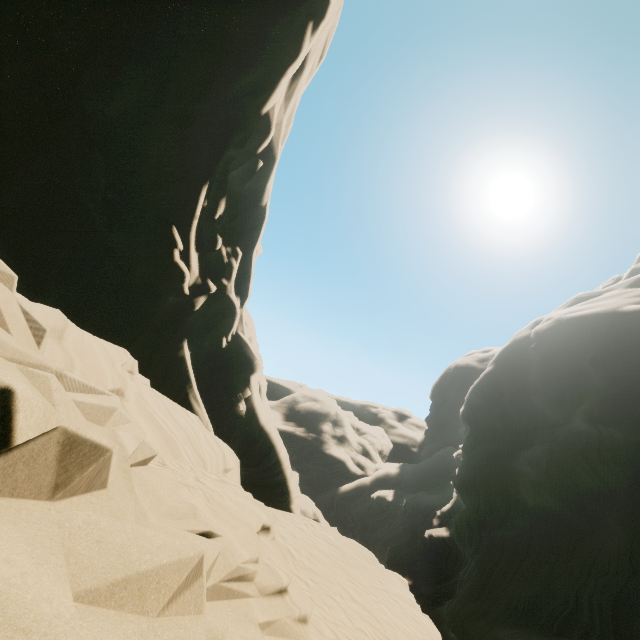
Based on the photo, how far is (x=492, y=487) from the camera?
31.45m
